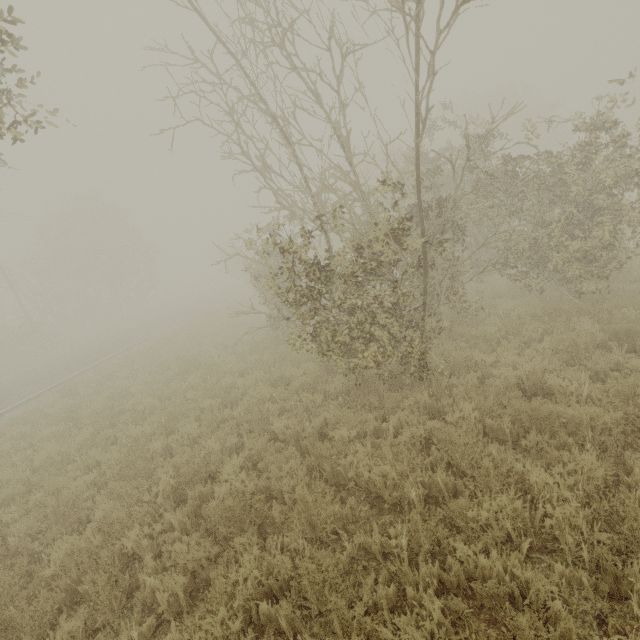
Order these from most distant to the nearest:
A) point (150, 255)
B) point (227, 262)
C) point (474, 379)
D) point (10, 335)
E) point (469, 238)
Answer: point (150, 255) < point (227, 262) < point (10, 335) < point (469, 238) < point (474, 379)

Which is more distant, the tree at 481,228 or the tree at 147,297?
the tree at 147,297

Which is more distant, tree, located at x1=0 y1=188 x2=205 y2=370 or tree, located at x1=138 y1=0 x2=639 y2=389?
tree, located at x1=0 y1=188 x2=205 y2=370
